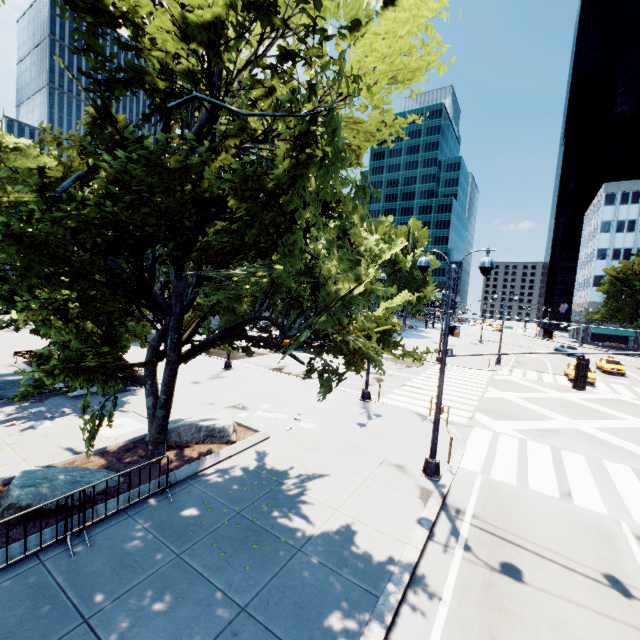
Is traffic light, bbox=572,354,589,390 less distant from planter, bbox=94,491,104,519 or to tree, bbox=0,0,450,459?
tree, bbox=0,0,450,459

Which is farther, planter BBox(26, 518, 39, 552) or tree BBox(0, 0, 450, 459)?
planter BBox(26, 518, 39, 552)

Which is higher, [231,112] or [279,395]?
[231,112]

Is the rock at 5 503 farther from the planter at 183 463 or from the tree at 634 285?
the tree at 634 285

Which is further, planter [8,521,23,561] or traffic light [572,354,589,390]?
traffic light [572,354,589,390]

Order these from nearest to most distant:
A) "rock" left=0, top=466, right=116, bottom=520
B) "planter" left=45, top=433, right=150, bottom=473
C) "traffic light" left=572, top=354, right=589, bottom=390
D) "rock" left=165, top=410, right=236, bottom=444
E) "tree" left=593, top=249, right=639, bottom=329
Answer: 1. "rock" left=0, top=466, right=116, bottom=520
2. "traffic light" left=572, top=354, right=589, bottom=390
3. "planter" left=45, top=433, right=150, bottom=473
4. "rock" left=165, top=410, right=236, bottom=444
5. "tree" left=593, top=249, right=639, bottom=329

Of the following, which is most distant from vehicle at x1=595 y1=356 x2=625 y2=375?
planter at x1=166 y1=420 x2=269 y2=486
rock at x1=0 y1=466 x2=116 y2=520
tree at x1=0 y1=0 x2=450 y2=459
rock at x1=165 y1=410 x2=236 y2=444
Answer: rock at x1=0 y1=466 x2=116 y2=520

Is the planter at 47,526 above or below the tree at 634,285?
below
